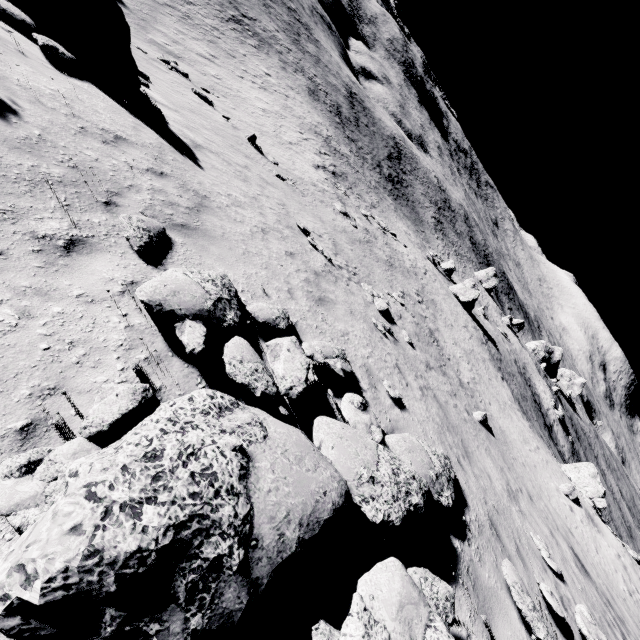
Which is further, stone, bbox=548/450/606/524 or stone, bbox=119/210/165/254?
stone, bbox=548/450/606/524

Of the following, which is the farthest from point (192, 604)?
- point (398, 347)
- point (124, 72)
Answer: point (124, 72)

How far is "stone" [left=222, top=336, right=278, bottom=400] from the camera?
4.4 meters

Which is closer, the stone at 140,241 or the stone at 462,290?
the stone at 140,241

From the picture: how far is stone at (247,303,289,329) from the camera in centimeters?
586cm

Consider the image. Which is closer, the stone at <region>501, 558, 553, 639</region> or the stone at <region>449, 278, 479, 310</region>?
the stone at <region>501, 558, 553, 639</region>

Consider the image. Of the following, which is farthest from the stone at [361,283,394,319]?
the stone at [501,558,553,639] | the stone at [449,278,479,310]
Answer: the stone at [449,278,479,310]

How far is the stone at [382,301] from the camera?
13.28m
